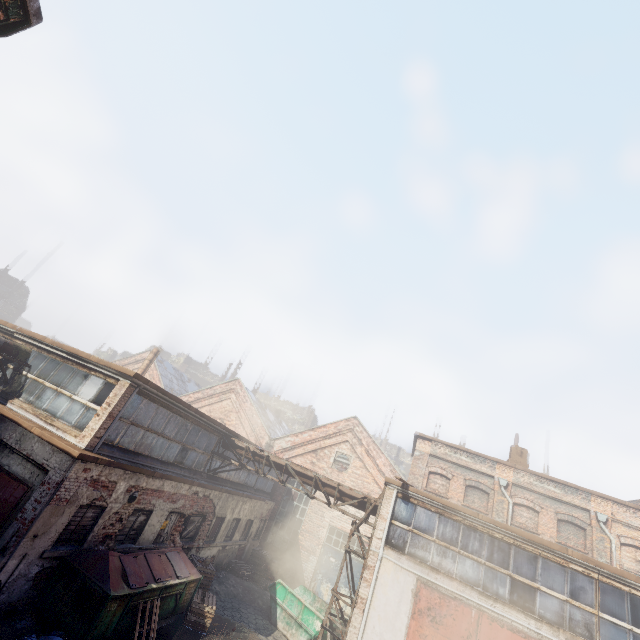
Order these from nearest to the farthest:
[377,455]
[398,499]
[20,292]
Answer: [398,499] < [377,455] < [20,292]

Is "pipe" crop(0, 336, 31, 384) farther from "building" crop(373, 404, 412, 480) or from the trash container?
"building" crop(373, 404, 412, 480)

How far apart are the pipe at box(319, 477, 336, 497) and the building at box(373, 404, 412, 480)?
44.2 meters

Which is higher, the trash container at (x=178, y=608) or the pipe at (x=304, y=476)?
the pipe at (x=304, y=476)

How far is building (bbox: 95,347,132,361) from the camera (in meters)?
55.25

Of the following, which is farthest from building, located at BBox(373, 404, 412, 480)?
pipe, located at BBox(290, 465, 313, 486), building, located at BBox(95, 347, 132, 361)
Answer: pipe, located at BBox(290, 465, 313, 486)

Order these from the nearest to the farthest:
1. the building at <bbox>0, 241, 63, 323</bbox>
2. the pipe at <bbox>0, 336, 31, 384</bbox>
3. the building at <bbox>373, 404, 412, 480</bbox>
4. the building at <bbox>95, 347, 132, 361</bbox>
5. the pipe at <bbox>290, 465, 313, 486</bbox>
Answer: the pipe at <bbox>0, 336, 31, 384</bbox> → the pipe at <bbox>290, 465, 313, 486</bbox> → the building at <bbox>0, 241, 63, 323</bbox> → the building at <bbox>373, 404, 412, 480</bbox> → the building at <bbox>95, 347, 132, 361</bbox>

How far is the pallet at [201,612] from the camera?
10.93m
